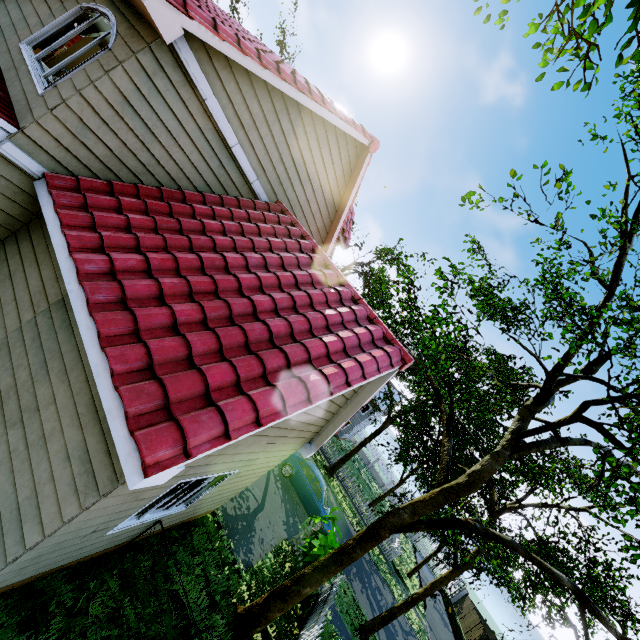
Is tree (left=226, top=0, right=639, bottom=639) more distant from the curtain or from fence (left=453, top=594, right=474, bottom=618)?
the curtain

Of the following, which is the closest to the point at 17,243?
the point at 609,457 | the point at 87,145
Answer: the point at 87,145

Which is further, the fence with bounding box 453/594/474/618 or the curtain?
the fence with bounding box 453/594/474/618

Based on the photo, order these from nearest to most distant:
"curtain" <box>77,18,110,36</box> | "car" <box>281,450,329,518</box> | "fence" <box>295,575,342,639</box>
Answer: "curtain" <box>77,18,110,36</box> < "fence" <box>295,575,342,639</box> < "car" <box>281,450,329,518</box>

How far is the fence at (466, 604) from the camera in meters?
35.8

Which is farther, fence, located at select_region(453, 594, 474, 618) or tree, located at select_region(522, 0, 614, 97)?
fence, located at select_region(453, 594, 474, 618)

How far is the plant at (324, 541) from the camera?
10.3 meters

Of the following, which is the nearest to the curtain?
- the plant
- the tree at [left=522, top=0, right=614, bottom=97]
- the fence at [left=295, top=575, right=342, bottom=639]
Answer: the fence at [left=295, top=575, right=342, bottom=639]
